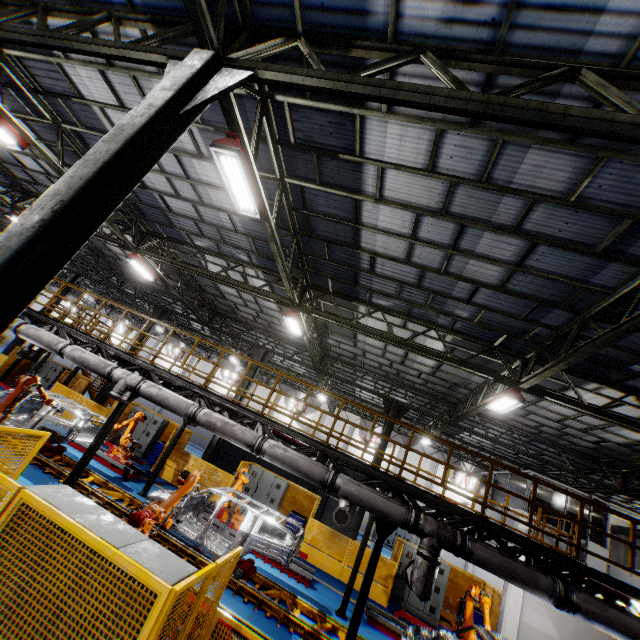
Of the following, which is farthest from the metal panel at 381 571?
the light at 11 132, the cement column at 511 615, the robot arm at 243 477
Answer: the light at 11 132

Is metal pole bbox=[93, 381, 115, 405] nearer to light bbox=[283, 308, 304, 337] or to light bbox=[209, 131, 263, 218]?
light bbox=[283, 308, 304, 337]

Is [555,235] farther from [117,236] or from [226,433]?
[117,236]

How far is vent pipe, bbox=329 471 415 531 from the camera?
7.1m

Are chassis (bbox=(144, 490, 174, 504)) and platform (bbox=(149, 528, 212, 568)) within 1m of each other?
yes

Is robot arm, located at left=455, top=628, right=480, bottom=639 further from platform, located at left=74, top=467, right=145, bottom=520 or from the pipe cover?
the pipe cover

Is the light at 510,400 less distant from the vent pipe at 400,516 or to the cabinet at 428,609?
the vent pipe at 400,516

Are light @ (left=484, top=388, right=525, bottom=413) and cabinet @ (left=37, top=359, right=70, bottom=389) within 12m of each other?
no
